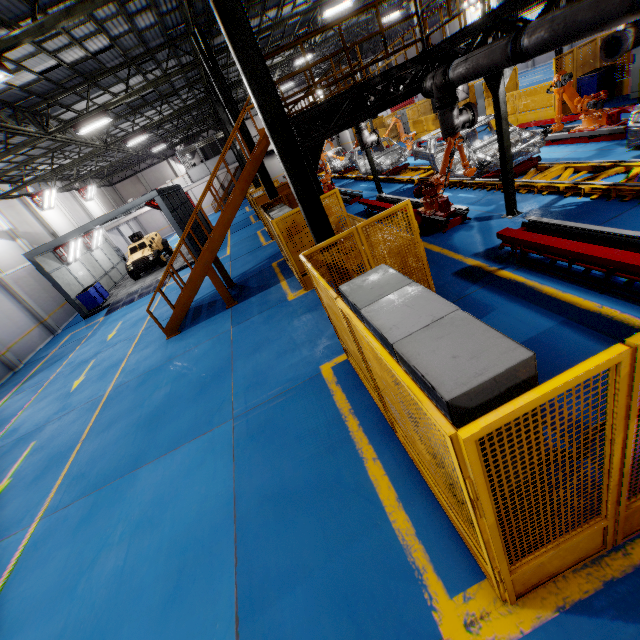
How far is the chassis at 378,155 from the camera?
16.44m

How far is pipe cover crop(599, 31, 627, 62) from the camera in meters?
7.6

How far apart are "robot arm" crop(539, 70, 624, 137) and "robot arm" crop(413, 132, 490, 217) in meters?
1.7

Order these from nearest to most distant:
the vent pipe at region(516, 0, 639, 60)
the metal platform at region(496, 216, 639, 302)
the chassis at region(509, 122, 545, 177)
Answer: the vent pipe at region(516, 0, 639, 60) → the metal platform at region(496, 216, 639, 302) → the chassis at region(509, 122, 545, 177)

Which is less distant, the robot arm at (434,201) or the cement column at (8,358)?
the robot arm at (434,201)

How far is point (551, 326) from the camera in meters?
4.8 m

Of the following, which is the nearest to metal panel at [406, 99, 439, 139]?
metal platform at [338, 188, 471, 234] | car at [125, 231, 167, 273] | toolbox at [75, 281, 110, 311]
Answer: metal platform at [338, 188, 471, 234]

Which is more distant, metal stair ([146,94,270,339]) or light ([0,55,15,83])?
metal stair ([146,94,270,339])
